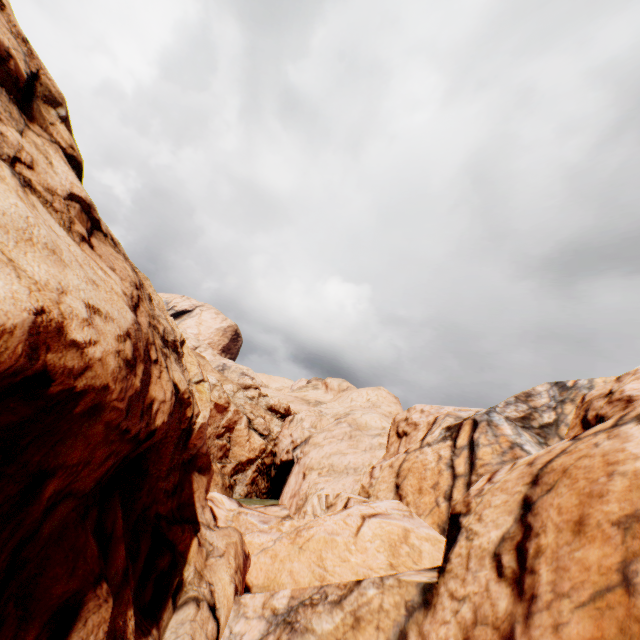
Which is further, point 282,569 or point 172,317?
point 172,317
